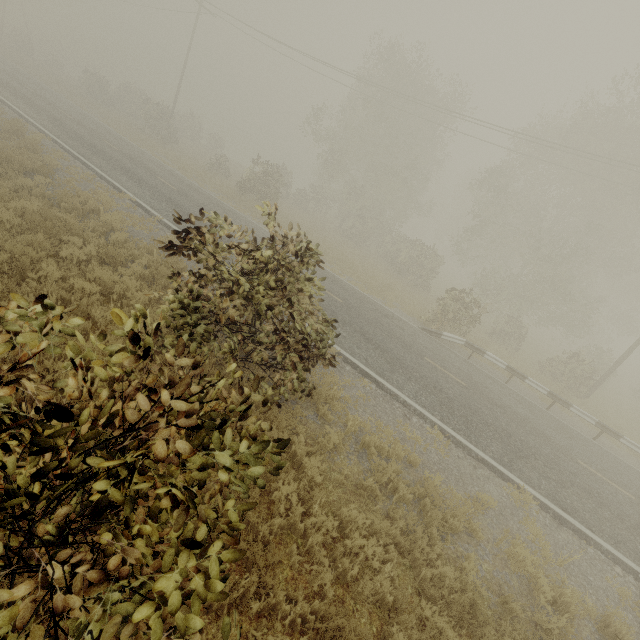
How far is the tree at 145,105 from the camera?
30.1m

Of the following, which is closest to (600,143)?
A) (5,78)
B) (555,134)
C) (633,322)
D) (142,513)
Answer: (555,134)

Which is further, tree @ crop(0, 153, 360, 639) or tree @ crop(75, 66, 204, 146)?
tree @ crop(75, 66, 204, 146)

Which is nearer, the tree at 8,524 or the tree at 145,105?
the tree at 8,524

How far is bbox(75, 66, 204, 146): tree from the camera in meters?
30.1
